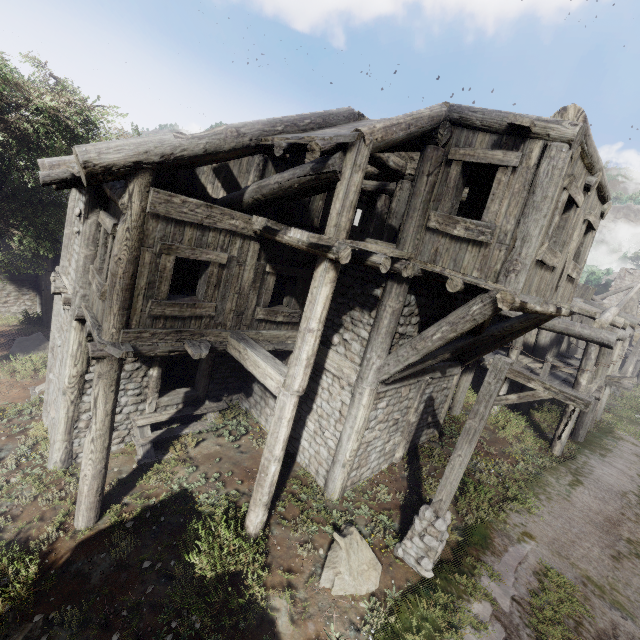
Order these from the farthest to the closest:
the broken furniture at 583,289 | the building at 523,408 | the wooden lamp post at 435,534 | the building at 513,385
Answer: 1. the broken furniture at 583,289
2. the building at 523,408
3. the building at 513,385
4. the wooden lamp post at 435,534

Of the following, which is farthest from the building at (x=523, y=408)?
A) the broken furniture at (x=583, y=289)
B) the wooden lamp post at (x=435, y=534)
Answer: the wooden lamp post at (x=435, y=534)

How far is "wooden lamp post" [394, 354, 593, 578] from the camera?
5.43m

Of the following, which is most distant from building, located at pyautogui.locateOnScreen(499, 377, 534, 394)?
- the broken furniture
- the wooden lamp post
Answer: the wooden lamp post

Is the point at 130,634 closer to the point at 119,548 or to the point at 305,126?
the point at 119,548

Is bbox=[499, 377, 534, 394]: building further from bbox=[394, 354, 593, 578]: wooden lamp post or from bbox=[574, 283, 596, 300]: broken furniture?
bbox=[394, 354, 593, 578]: wooden lamp post

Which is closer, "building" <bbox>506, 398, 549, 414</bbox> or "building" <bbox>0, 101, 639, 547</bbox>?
"building" <bbox>0, 101, 639, 547</bbox>
